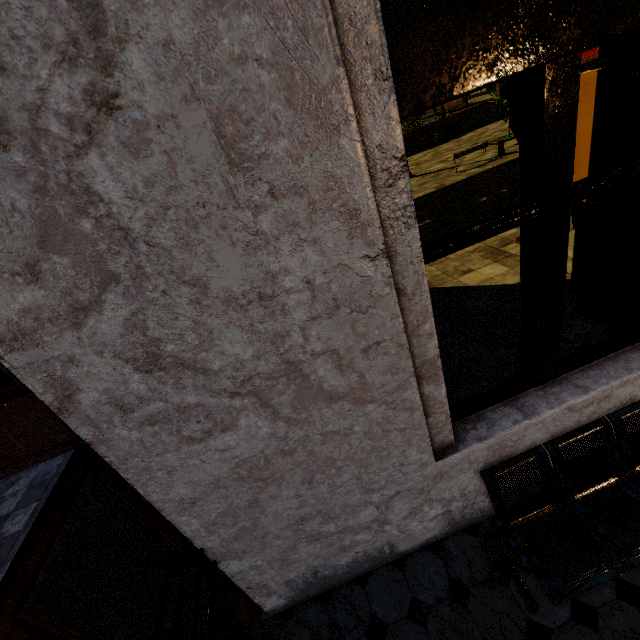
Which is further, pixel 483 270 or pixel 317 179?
pixel 483 270

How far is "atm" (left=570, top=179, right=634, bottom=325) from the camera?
3.3m

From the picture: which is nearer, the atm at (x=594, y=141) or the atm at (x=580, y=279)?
the atm at (x=594, y=141)

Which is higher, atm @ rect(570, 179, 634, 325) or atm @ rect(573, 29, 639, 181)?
atm @ rect(573, 29, 639, 181)

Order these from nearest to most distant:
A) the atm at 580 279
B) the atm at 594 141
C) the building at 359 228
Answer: the building at 359 228
the atm at 594 141
the atm at 580 279

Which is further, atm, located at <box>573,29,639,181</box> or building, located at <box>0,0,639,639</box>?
atm, located at <box>573,29,639,181</box>

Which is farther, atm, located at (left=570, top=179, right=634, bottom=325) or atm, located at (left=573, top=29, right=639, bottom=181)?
atm, located at (left=570, top=179, right=634, bottom=325)
